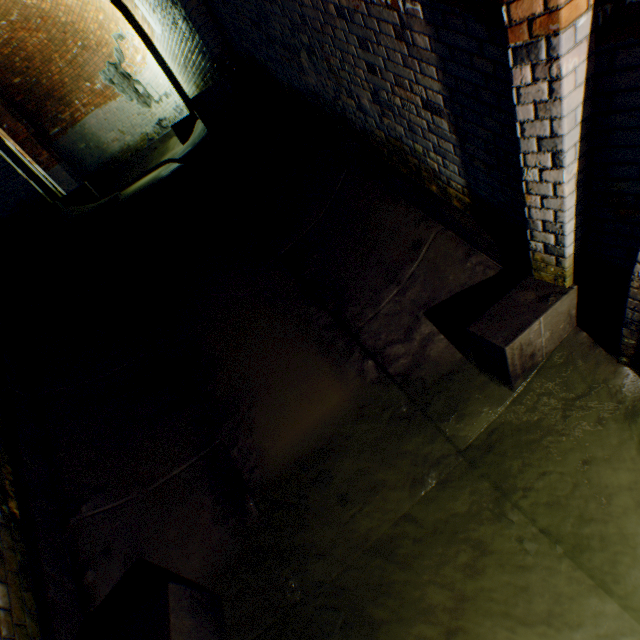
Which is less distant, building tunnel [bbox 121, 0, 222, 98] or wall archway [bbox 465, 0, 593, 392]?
wall archway [bbox 465, 0, 593, 392]

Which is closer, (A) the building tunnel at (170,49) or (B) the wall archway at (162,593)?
(B) the wall archway at (162,593)

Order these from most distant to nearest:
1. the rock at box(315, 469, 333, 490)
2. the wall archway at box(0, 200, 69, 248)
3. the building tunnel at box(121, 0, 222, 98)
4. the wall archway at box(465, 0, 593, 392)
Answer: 1. the building tunnel at box(121, 0, 222, 98)
2. the wall archway at box(0, 200, 69, 248)
3. the rock at box(315, 469, 333, 490)
4. the wall archway at box(465, 0, 593, 392)

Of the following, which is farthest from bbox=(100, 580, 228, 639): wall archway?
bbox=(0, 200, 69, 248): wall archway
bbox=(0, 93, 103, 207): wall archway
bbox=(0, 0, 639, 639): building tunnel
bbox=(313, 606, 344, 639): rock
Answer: bbox=(0, 93, 103, 207): wall archway

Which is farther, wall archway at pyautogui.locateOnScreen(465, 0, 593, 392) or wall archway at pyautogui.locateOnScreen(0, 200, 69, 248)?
wall archway at pyautogui.locateOnScreen(0, 200, 69, 248)

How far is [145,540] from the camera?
2.70m

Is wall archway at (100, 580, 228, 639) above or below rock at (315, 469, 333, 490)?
above

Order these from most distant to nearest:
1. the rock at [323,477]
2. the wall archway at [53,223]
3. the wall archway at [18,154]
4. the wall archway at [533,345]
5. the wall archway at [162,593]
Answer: the wall archway at [18,154], the wall archway at [53,223], the rock at [323,477], the wall archway at [162,593], the wall archway at [533,345]
